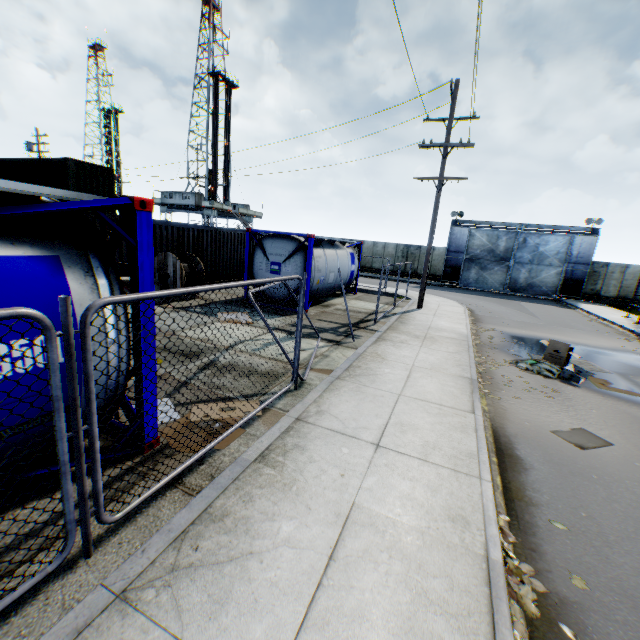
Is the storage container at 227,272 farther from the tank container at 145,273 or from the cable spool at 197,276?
the tank container at 145,273

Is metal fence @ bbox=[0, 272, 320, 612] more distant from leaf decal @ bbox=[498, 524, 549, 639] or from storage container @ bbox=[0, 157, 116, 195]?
storage container @ bbox=[0, 157, 116, 195]

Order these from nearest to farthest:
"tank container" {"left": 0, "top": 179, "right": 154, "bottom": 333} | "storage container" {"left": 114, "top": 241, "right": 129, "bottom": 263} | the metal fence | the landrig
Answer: the metal fence
"tank container" {"left": 0, "top": 179, "right": 154, "bottom": 333}
"storage container" {"left": 114, "top": 241, "right": 129, "bottom": 263}
the landrig

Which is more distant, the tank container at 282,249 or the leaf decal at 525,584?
the tank container at 282,249

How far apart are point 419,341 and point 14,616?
9.63m

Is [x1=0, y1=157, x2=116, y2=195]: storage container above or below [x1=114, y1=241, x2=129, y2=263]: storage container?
above

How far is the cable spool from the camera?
12.2m

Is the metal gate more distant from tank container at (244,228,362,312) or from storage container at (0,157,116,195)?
storage container at (0,157,116,195)
